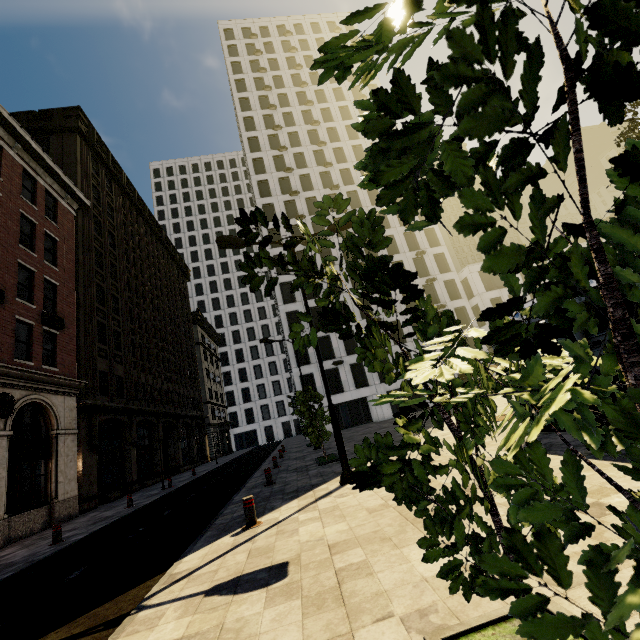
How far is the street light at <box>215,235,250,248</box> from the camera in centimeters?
1035cm

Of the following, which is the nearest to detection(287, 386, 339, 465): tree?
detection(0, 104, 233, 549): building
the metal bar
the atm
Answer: detection(0, 104, 233, 549): building

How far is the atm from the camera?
6.6m

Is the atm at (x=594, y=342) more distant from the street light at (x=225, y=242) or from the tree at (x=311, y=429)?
the street light at (x=225, y=242)

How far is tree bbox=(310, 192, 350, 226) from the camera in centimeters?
226cm

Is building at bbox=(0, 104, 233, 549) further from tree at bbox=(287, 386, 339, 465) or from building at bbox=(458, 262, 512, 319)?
building at bbox=(458, 262, 512, 319)

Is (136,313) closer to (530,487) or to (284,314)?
(284,314)

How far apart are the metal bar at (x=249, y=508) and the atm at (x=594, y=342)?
7.51m
